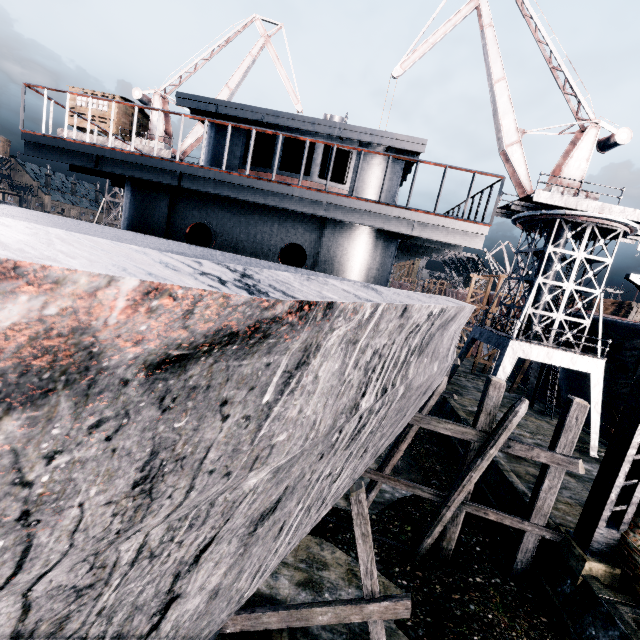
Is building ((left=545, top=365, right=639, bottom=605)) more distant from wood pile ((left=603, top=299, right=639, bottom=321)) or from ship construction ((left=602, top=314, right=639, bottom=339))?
wood pile ((left=603, top=299, right=639, bottom=321))

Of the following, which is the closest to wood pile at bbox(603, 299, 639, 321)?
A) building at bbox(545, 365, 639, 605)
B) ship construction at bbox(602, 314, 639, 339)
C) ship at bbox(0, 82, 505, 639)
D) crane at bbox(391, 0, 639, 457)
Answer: ship construction at bbox(602, 314, 639, 339)

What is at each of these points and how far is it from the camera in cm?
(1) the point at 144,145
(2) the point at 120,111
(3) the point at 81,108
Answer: (1) crane, 2772
(2) building, 2811
(3) building, 2798

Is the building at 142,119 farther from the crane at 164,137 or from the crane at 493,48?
the crane at 493,48

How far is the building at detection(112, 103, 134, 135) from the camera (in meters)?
27.84

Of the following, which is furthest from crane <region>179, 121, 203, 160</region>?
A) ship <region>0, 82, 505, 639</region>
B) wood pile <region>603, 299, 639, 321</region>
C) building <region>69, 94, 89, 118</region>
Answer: wood pile <region>603, 299, 639, 321</region>

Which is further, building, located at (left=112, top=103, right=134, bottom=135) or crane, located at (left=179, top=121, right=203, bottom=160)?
crane, located at (left=179, top=121, right=203, bottom=160)

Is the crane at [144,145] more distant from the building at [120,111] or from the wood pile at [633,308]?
the wood pile at [633,308]
